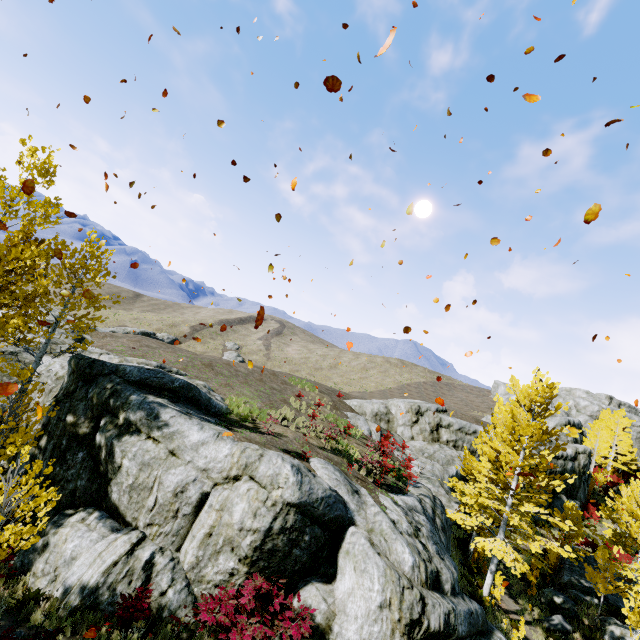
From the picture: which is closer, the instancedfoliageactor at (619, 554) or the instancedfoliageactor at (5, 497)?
the instancedfoliageactor at (5, 497)

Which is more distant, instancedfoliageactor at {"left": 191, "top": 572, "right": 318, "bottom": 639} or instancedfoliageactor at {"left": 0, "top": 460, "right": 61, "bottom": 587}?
instancedfoliageactor at {"left": 191, "top": 572, "right": 318, "bottom": 639}

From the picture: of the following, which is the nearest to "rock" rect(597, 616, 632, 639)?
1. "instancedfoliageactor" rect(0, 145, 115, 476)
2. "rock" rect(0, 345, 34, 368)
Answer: "rock" rect(0, 345, 34, 368)

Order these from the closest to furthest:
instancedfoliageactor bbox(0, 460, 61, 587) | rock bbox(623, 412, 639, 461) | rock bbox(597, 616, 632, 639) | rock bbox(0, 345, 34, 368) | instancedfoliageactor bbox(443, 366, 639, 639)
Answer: instancedfoliageactor bbox(0, 460, 61, 587)
instancedfoliageactor bbox(443, 366, 639, 639)
rock bbox(597, 616, 632, 639)
rock bbox(0, 345, 34, 368)
rock bbox(623, 412, 639, 461)

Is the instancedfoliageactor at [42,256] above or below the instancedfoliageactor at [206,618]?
above

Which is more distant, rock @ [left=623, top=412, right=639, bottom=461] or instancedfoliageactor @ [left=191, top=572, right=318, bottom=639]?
rock @ [left=623, top=412, right=639, bottom=461]

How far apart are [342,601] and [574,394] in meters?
68.7 m

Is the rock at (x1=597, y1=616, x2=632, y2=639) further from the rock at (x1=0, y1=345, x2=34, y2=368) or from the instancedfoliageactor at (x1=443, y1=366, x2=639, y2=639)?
the instancedfoliageactor at (x1=443, y1=366, x2=639, y2=639)
